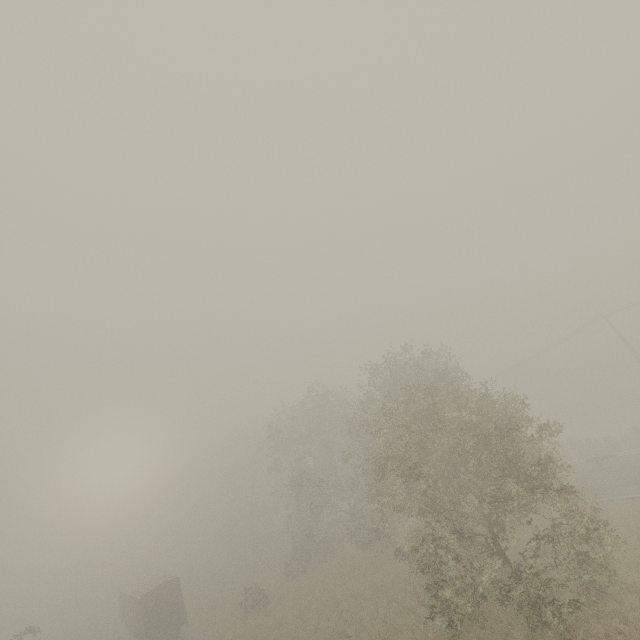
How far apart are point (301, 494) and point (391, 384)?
14.31m
